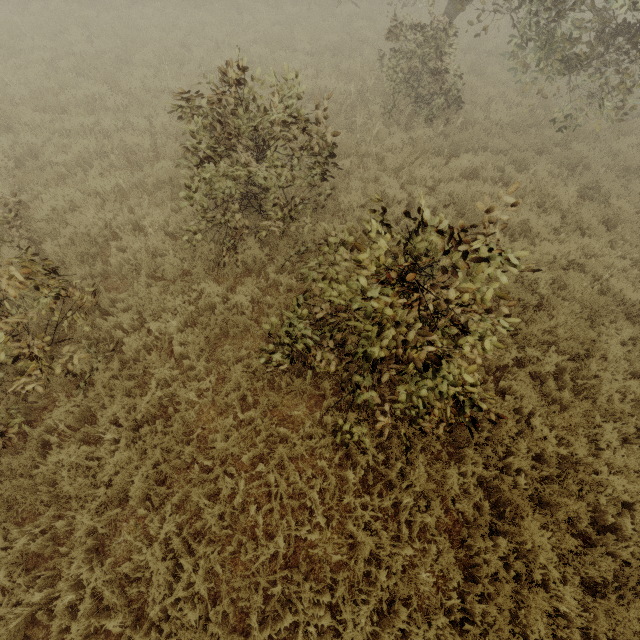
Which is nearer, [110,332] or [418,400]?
[418,400]

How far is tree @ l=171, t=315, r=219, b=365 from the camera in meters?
5.0

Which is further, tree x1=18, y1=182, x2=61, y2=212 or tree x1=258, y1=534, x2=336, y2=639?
tree x1=18, y1=182, x2=61, y2=212

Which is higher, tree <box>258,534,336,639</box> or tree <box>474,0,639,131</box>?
tree <box>474,0,639,131</box>

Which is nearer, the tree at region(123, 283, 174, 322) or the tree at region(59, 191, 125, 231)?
the tree at region(123, 283, 174, 322)

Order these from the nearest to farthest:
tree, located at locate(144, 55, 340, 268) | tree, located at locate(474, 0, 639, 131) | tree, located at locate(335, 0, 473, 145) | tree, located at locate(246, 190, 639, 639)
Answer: tree, located at locate(246, 190, 639, 639)
tree, located at locate(144, 55, 340, 268)
tree, located at locate(474, 0, 639, 131)
tree, located at locate(335, 0, 473, 145)

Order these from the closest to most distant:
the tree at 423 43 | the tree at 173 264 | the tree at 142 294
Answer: the tree at 142 294
the tree at 173 264
the tree at 423 43

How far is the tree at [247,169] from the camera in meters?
4.6
